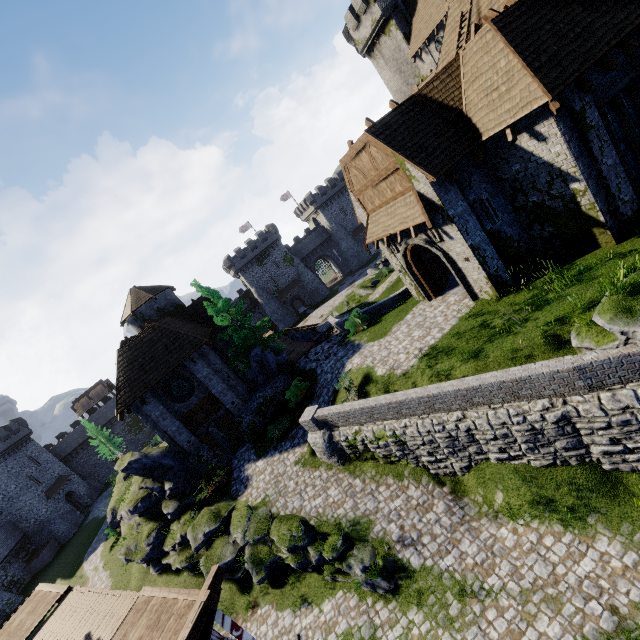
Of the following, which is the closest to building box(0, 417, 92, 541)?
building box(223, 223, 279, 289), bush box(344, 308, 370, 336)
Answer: building box(223, 223, 279, 289)

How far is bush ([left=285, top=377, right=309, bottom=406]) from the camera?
21.3 meters

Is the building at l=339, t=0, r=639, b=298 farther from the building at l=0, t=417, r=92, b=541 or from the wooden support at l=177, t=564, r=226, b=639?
the building at l=0, t=417, r=92, b=541

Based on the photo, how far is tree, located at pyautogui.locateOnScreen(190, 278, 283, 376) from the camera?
24.1m

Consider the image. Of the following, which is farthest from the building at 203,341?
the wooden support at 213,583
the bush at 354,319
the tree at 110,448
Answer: the tree at 110,448

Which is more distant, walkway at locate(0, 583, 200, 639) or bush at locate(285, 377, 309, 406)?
bush at locate(285, 377, 309, 406)

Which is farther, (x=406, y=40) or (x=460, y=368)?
(x=406, y=40)

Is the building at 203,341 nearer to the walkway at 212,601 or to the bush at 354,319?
the walkway at 212,601
